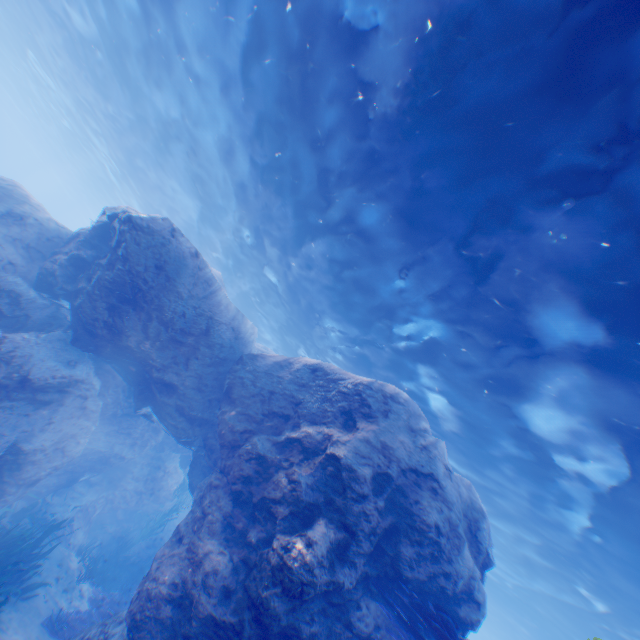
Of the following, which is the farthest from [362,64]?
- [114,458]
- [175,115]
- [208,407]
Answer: [114,458]

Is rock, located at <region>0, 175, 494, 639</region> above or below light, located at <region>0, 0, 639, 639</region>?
below

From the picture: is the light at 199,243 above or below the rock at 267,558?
above
